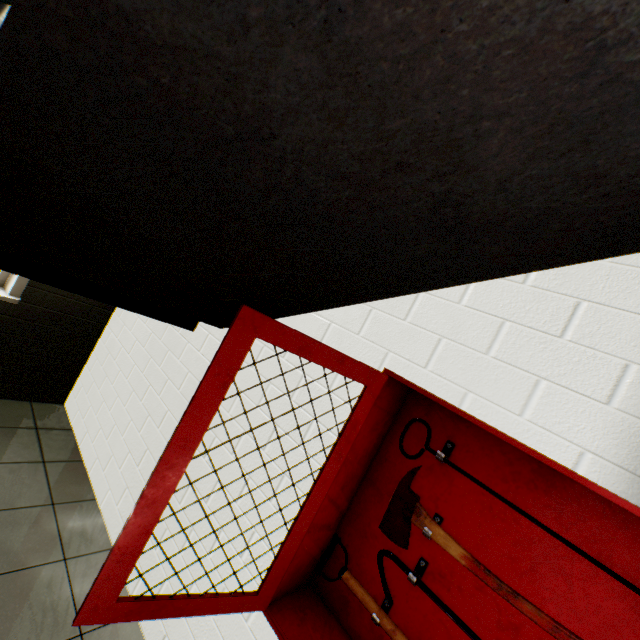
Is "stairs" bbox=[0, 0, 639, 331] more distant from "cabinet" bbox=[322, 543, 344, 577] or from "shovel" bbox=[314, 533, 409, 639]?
"shovel" bbox=[314, 533, 409, 639]

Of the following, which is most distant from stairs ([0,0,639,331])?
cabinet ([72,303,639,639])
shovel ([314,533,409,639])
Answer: shovel ([314,533,409,639])

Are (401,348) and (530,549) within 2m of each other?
yes

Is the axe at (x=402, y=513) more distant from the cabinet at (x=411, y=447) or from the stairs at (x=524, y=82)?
the stairs at (x=524, y=82)

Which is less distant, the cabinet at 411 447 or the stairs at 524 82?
the stairs at 524 82

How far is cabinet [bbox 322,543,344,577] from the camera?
1.4m
